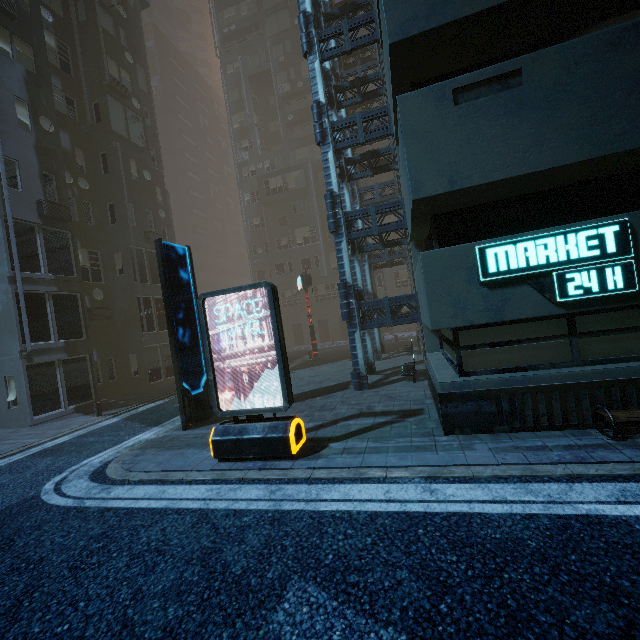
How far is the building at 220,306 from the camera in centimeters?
5212cm

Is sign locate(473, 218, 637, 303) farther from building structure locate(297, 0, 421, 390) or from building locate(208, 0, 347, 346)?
building structure locate(297, 0, 421, 390)

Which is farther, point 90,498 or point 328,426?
point 328,426

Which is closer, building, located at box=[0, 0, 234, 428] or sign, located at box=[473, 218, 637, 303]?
sign, located at box=[473, 218, 637, 303]

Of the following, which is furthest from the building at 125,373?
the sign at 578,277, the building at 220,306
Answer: the building at 220,306

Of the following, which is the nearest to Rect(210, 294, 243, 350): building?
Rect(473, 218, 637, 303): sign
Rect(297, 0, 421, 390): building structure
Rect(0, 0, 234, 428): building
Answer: Rect(0, 0, 234, 428): building

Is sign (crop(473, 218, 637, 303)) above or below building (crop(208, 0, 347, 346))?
below

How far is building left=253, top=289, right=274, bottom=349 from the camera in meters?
36.8
